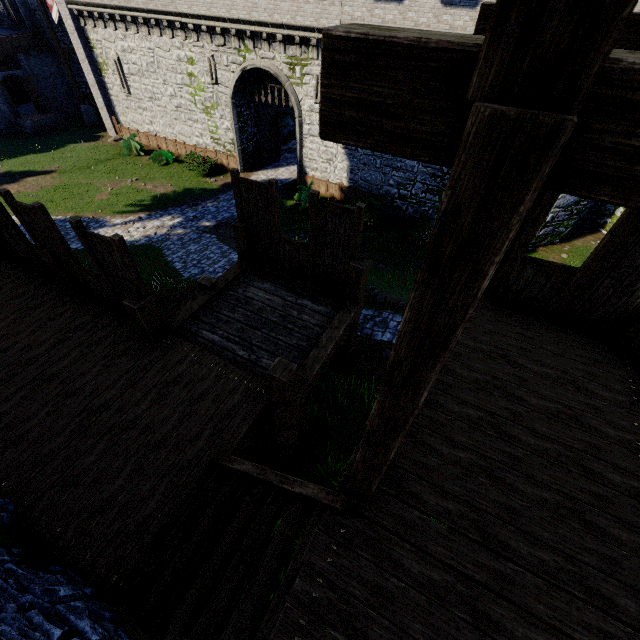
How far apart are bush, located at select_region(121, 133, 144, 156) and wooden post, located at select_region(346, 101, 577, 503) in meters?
29.1 m

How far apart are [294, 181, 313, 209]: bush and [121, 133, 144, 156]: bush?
13.50m

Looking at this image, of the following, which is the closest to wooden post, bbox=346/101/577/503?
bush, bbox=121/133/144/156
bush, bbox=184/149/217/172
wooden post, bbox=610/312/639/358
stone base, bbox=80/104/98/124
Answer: wooden post, bbox=610/312/639/358

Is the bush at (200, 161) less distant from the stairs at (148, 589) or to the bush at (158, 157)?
the bush at (158, 157)

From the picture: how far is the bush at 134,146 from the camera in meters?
24.2 m

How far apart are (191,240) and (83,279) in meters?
11.7 m

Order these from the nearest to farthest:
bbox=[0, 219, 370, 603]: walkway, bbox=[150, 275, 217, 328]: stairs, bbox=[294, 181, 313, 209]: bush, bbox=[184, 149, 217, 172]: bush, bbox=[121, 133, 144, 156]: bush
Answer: bbox=[0, 219, 370, 603]: walkway → bbox=[150, 275, 217, 328]: stairs → bbox=[294, 181, 313, 209]: bush → bbox=[184, 149, 217, 172]: bush → bbox=[121, 133, 144, 156]: bush

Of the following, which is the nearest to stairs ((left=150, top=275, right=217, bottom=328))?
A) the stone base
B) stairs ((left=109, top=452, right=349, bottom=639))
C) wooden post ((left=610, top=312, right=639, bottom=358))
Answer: stairs ((left=109, top=452, right=349, bottom=639))
